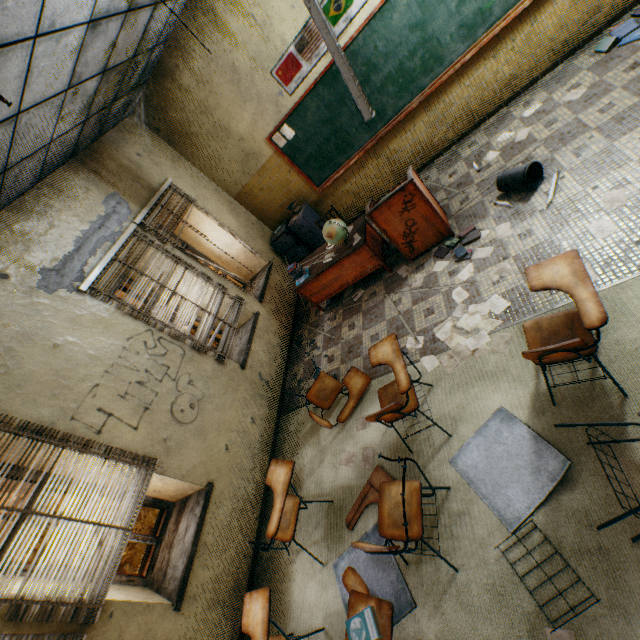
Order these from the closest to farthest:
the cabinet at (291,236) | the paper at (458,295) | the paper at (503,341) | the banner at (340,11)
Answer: the paper at (503,341)
the paper at (458,295)
the banner at (340,11)
the cabinet at (291,236)

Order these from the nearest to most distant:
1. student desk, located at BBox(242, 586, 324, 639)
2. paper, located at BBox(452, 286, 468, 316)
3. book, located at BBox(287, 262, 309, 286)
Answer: student desk, located at BBox(242, 586, 324, 639)
paper, located at BBox(452, 286, 468, 316)
book, located at BBox(287, 262, 309, 286)

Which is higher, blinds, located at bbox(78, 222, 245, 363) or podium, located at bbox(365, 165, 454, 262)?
blinds, located at bbox(78, 222, 245, 363)

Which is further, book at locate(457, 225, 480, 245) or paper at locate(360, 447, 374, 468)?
book at locate(457, 225, 480, 245)

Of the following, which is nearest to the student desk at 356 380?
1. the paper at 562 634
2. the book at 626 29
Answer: the paper at 562 634

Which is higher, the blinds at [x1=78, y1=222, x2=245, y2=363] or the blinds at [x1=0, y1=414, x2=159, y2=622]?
the blinds at [x1=0, y1=414, x2=159, y2=622]

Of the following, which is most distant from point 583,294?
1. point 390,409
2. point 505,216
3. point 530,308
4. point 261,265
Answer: point 261,265

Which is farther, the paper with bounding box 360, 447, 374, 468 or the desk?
the desk
